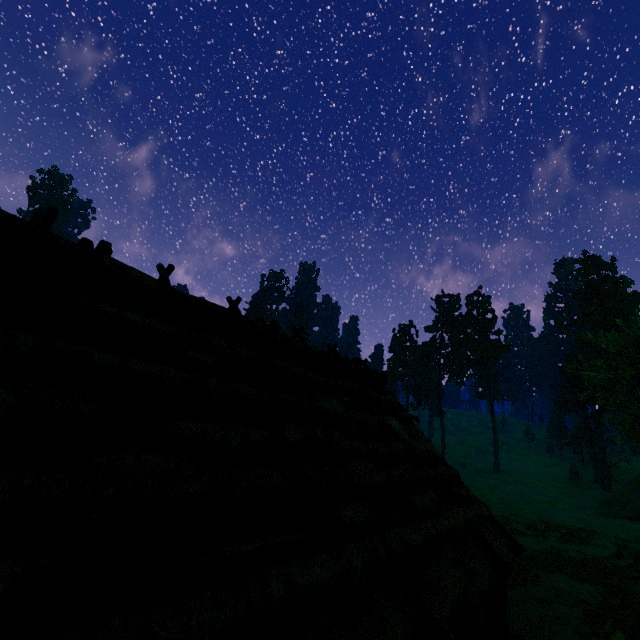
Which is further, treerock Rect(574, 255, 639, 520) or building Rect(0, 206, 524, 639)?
treerock Rect(574, 255, 639, 520)

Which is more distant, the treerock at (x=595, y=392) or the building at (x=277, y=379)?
the treerock at (x=595, y=392)

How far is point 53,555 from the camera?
2.3m
